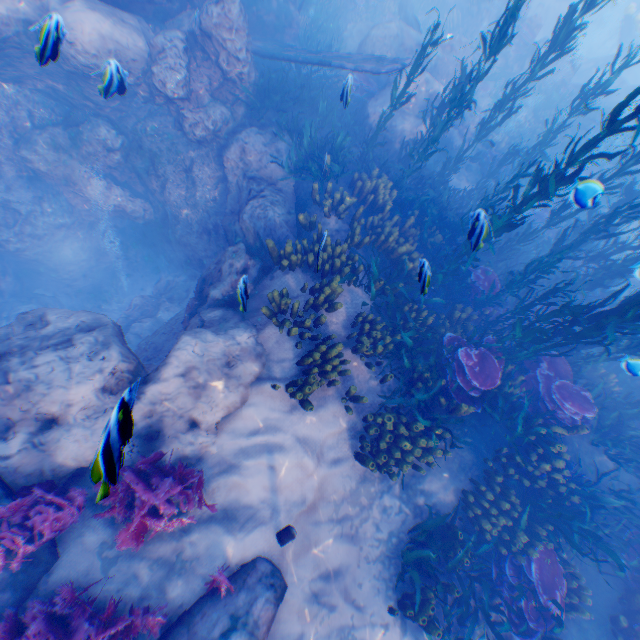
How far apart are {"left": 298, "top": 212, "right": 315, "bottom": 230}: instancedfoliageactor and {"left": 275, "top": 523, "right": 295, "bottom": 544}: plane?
6.36m

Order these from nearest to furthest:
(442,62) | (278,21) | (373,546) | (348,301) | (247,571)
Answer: (247,571), (373,546), (348,301), (278,21), (442,62)

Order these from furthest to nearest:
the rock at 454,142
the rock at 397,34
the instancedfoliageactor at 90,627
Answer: the rock at 454,142 < the rock at 397,34 < the instancedfoliageactor at 90,627

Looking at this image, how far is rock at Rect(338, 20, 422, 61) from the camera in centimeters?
1255cm

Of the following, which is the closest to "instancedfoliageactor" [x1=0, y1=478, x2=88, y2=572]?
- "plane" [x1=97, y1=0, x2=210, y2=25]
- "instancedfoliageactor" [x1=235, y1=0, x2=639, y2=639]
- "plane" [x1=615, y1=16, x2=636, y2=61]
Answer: "plane" [x1=97, y1=0, x2=210, y2=25]

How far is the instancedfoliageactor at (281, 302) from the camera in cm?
643

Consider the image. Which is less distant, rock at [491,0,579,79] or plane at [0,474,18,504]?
plane at [0,474,18,504]

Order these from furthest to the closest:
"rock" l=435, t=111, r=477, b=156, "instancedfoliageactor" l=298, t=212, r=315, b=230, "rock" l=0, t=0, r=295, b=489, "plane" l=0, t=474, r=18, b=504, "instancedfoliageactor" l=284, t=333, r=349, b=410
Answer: "rock" l=435, t=111, r=477, b=156, "instancedfoliageactor" l=298, t=212, r=315, b=230, "instancedfoliageactor" l=284, t=333, r=349, b=410, "rock" l=0, t=0, r=295, b=489, "plane" l=0, t=474, r=18, b=504
